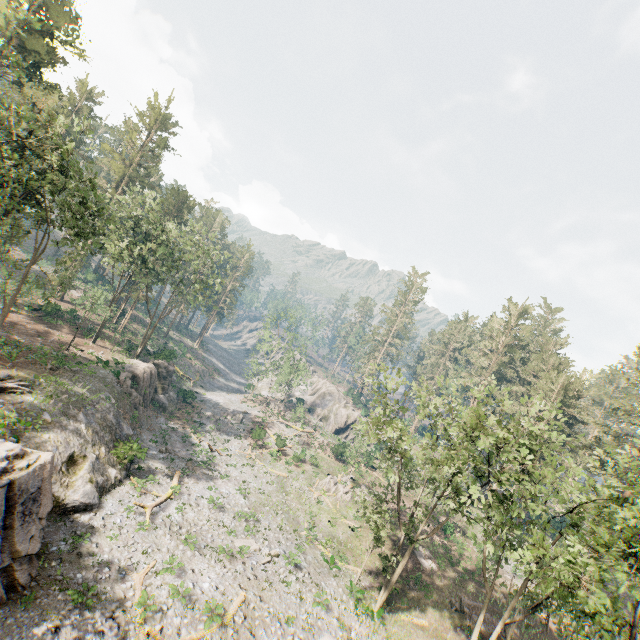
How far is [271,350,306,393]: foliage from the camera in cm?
5409

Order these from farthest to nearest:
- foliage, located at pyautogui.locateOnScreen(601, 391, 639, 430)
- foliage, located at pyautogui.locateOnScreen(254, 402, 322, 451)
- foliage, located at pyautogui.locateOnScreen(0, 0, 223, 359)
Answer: foliage, located at pyautogui.locateOnScreen(254, 402, 322, 451) < foliage, located at pyautogui.locateOnScreen(601, 391, 639, 430) < foliage, located at pyautogui.locateOnScreen(0, 0, 223, 359)

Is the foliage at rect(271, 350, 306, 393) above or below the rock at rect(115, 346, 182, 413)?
above

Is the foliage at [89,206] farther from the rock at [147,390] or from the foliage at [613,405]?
the rock at [147,390]

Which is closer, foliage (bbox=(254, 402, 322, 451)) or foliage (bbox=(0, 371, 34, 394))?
foliage (bbox=(0, 371, 34, 394))

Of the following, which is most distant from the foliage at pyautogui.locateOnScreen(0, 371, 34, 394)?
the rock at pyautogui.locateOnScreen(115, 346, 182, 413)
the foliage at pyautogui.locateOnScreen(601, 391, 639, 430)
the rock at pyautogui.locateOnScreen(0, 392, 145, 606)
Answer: the rock at pyautogui.locateOnScreen(115, 346, 182, 413)

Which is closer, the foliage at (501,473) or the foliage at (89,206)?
the foliage at (501,473)

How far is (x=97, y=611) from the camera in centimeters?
1596cm
